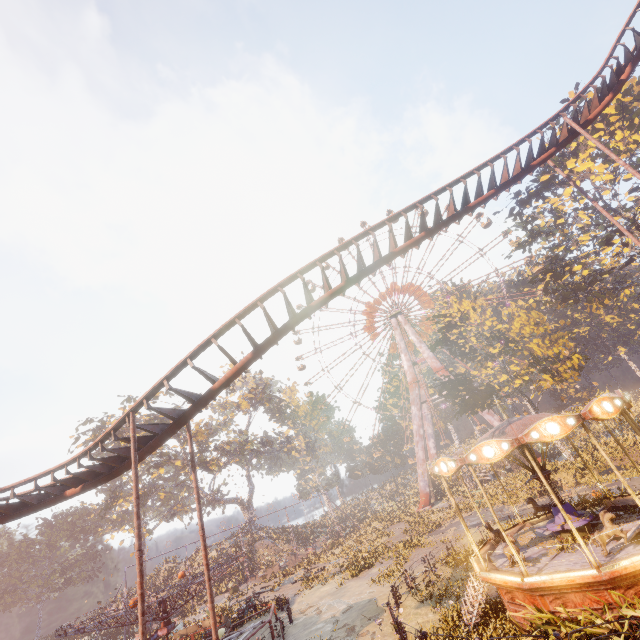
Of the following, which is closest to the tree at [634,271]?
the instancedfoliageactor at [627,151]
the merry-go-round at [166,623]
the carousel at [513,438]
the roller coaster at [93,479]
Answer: the instancedfoliageactor at [627,151]

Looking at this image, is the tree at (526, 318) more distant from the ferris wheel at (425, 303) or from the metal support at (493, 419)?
the ferris wheel at (425, 303)

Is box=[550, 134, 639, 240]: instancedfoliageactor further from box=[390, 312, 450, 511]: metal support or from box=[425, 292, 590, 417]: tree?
box=[390, 312, 450, 511]: metal support

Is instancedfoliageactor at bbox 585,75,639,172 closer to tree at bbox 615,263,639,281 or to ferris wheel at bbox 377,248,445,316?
tree at bbox 615,263,639,281

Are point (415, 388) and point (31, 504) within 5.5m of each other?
no

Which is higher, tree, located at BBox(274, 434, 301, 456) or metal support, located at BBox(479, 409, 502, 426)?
tree, located at BBox(274, 434, 301, 456)

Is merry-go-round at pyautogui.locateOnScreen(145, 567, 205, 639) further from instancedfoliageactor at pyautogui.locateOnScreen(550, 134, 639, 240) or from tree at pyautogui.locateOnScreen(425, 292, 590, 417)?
tree at pyautogui.locateOnScreen(425, 292, 590, 417)

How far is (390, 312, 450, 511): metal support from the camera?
42.8 meters
